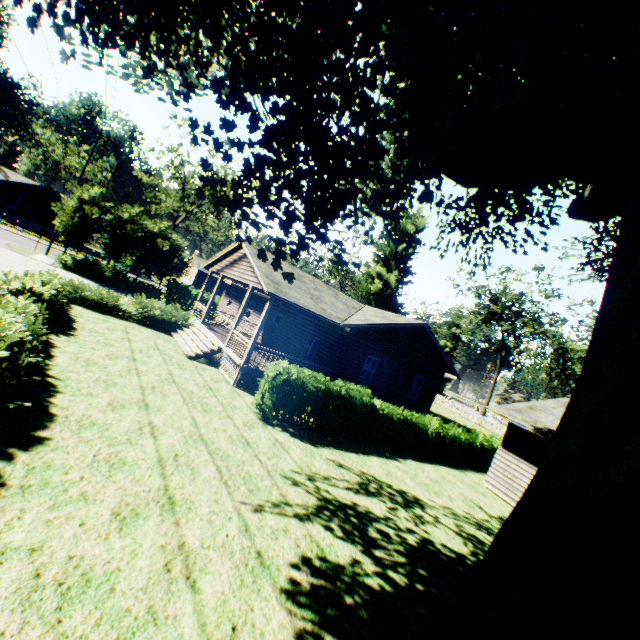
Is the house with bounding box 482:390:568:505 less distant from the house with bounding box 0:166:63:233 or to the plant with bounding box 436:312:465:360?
the plant with bounding box 436:312:465:360

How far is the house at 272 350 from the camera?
15.4 meters

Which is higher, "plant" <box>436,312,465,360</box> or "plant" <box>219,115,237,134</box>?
"plant" <box>436,312,465,360</box>

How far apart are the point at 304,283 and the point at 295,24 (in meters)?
11.07

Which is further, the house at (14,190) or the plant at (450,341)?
the plant at (450,341)

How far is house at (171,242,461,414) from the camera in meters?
15.4

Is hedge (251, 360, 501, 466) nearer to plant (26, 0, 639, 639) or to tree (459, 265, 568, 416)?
tree (459, 265, 568, 416)

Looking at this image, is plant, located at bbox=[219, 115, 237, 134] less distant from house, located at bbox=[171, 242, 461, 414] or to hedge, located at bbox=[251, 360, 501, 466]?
house, located at bbox=[171, 242, 461, 414]
